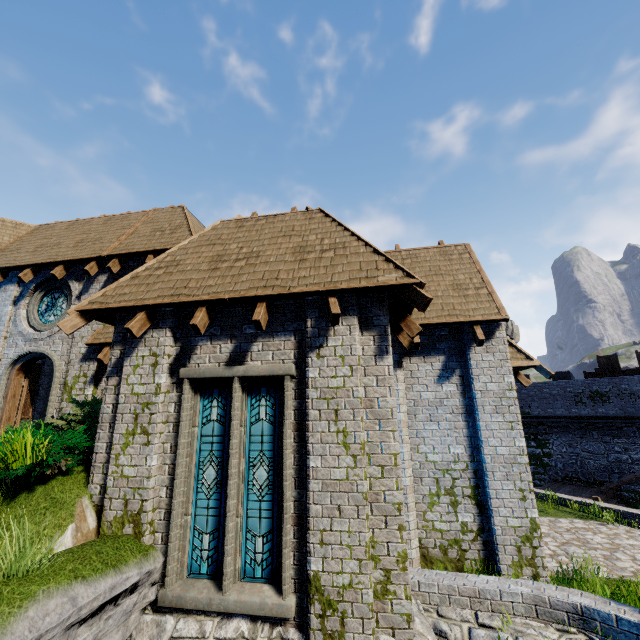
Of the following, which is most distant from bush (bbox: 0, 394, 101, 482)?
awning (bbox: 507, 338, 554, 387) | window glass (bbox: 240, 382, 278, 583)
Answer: awning (bbox: 507, 338, 554, 387)

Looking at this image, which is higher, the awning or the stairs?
the awning

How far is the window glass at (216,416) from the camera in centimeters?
564cm

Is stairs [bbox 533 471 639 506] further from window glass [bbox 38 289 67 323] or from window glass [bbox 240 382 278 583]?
window glass [bbox 38 289 67 323]

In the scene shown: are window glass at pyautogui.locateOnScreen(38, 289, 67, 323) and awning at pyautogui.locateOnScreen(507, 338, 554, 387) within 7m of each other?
no

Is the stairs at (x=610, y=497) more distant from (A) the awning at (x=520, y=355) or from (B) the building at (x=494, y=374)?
(A) the awning at (x=520, y=355)

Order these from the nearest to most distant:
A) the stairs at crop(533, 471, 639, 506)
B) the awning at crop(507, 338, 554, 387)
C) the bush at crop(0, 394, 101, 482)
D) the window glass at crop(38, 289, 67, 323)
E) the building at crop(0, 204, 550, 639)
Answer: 1. the building at crop(0, 204, 550, 639)
2. the bush at crop(0, 394, 101, 482)
3. the awning at crop(507, 338, 554, 387)
4. the window glass at crop(38, 289, 67, 323)
5. the stairs at crop(533, 471, 639, 506)

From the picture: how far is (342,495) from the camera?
5.2 meters
